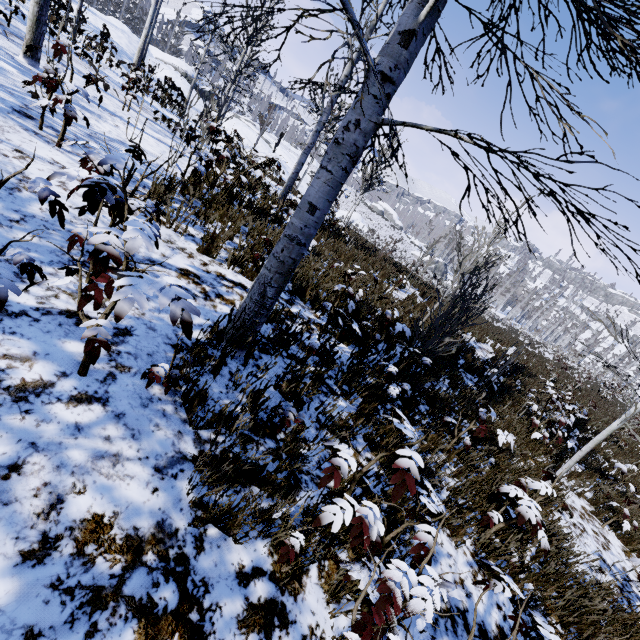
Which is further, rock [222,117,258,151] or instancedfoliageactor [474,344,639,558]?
rock [222,117,258,151]

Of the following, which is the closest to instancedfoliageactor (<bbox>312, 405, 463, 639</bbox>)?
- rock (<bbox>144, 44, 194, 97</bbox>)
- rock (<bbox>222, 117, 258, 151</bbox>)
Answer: rock (<bbox>222, 117, 258, 151</bbox>)

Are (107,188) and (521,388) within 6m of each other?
no

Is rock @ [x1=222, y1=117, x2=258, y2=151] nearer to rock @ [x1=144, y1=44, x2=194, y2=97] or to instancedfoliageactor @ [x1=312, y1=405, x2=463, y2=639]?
rock @ [x1=144, y1=44, x2=194, y2=97]

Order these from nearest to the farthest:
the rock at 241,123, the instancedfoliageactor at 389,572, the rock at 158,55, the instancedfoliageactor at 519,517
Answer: the instancedfoliageactor at 389,572 → the instancedfoliageactor at 519,517 → the rock at 158,55 → the rock at 241,123

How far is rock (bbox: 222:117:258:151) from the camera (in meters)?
28.34

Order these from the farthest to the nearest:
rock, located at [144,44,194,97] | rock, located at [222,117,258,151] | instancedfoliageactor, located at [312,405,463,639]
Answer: rock, located at [222,117,258,151]
rock, located at [144,44,194,97]
instancedfoliageactor, located at [312,405,463,639]

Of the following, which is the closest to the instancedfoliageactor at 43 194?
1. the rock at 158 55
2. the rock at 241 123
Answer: the rock at 241 123
